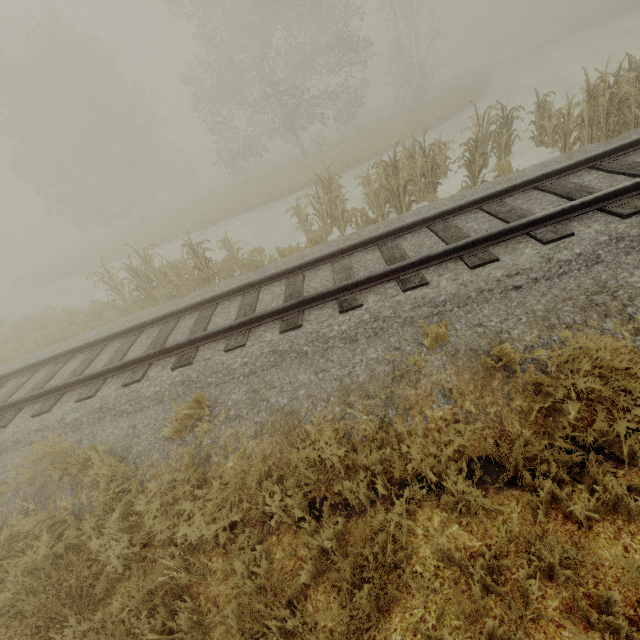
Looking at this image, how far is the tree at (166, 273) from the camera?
9.30m

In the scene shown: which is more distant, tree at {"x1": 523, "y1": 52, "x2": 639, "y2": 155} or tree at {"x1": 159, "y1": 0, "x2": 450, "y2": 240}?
tree at {"x1": 159, "y1": 0, "x2": 450, "y2": 240}

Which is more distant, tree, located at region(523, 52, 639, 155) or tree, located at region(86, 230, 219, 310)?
tree, located at region(86, 230, 219, 310)

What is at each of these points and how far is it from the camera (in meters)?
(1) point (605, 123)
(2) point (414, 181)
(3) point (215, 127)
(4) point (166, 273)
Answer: (1) tree, 7.68
(2) tree, 8.23
(3) tree, 21.64
(4) tree, 9.88

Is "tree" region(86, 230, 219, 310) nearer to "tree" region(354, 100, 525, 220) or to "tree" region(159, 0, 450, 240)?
"tree" region(354, 100, 525, 220)

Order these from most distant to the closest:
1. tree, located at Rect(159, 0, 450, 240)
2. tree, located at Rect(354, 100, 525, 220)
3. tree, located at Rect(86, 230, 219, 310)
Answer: tree, located at Rect(159, 0, 450, 240)
tree, located at Rect(86, 230, 219, 310)
tree, located at Rect(354, 100, 525, 220)

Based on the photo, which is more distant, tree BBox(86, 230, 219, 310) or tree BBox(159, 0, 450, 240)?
tree BBox(159, 0, 450, 240)

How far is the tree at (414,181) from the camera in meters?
8.2 m
